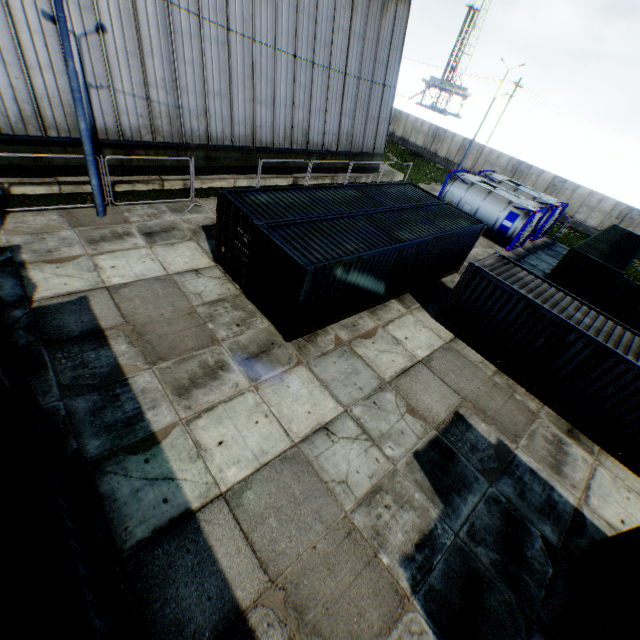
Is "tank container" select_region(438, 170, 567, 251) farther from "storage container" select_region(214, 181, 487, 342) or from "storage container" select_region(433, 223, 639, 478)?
"storage container" select_region(433, 223, 639, 478)

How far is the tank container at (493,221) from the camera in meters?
22.1 m

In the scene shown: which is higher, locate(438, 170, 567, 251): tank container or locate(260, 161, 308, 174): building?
locate(438, 170, 567, 251): tank container

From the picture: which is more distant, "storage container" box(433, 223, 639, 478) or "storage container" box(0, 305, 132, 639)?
"storage container" box(433, 223, 639, 478)

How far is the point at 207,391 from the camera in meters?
8.8 m

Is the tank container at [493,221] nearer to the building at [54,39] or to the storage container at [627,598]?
the building at [54,39]

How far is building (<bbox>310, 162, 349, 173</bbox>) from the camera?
23.6m
